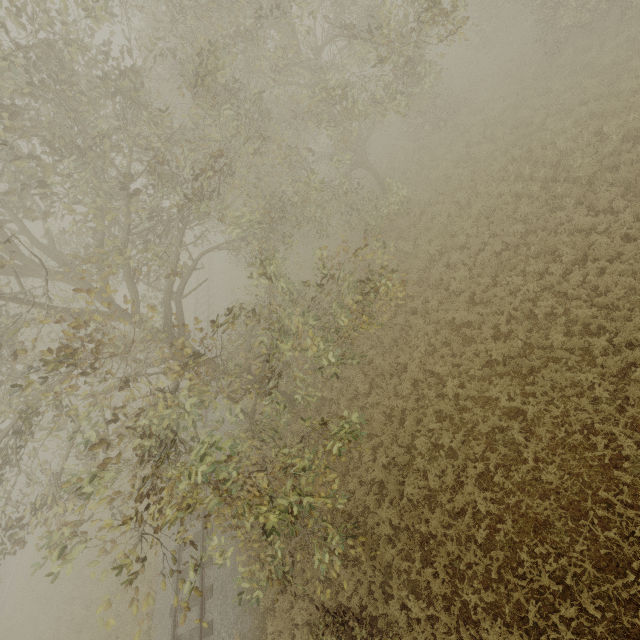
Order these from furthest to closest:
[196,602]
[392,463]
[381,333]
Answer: [381,333]
[196,602]
[392,463]
